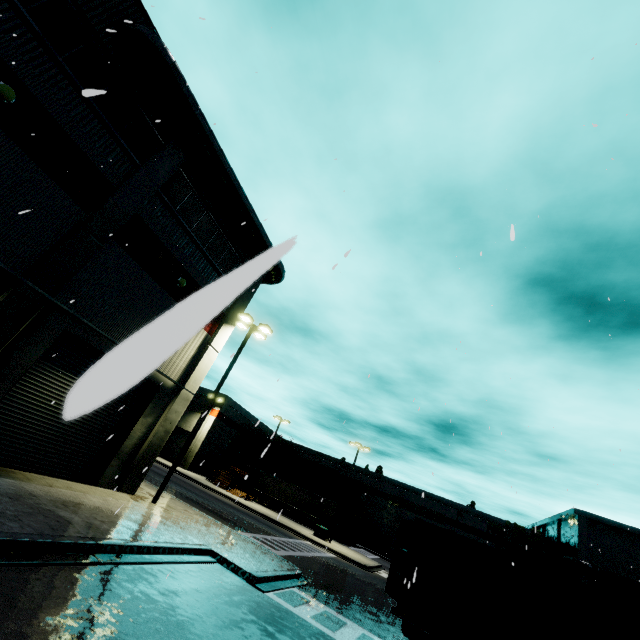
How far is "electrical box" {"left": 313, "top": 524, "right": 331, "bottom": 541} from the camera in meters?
31.8 m

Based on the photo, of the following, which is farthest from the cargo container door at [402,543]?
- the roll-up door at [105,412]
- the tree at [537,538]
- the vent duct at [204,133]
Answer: the tree at [537,538]

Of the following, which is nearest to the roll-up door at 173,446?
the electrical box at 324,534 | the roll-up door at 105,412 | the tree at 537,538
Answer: the roll-up door at 105,412

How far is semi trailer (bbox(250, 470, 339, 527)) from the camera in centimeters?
4012cm

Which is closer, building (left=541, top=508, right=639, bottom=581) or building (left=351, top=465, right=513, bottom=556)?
building (left=541, top=508, right=639, bottom=581)

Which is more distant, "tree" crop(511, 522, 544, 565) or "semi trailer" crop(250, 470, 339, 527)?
"tree" crop(511, 522, 544, 565)

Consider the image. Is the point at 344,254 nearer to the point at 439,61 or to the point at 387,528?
the point at 439,61

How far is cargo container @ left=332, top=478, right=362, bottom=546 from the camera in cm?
4272
